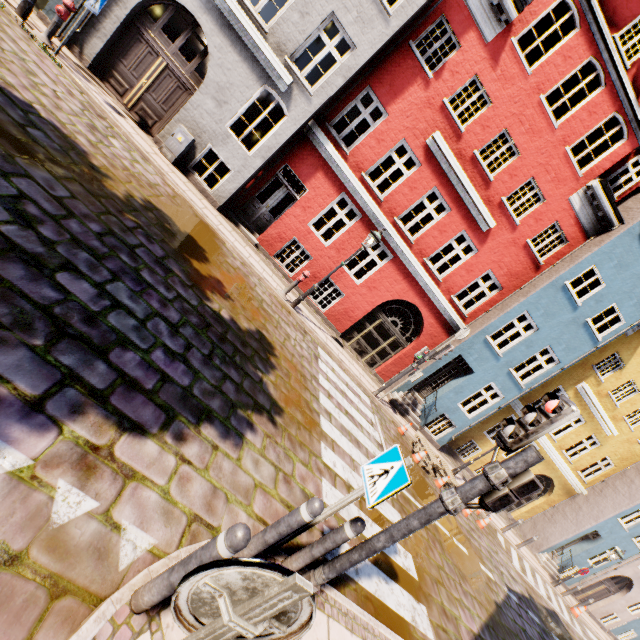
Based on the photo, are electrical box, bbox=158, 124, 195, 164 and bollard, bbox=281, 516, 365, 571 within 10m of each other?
no

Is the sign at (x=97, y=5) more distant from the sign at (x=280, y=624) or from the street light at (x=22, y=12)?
the sign at (x=280, y=624)

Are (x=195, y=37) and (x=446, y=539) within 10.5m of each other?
no

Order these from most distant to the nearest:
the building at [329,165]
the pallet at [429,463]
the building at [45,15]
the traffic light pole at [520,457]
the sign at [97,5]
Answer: the pallet at [429,463], the building at [329,165], the building at [45,15], the sign at [97,5], the traffic light pole at [520,457]

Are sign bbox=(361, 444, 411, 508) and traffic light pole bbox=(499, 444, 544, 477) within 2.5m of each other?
yes

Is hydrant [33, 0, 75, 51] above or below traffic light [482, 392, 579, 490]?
below

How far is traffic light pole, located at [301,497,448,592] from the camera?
3.2m

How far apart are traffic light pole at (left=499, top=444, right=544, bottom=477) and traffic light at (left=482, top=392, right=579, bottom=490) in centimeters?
3cm
